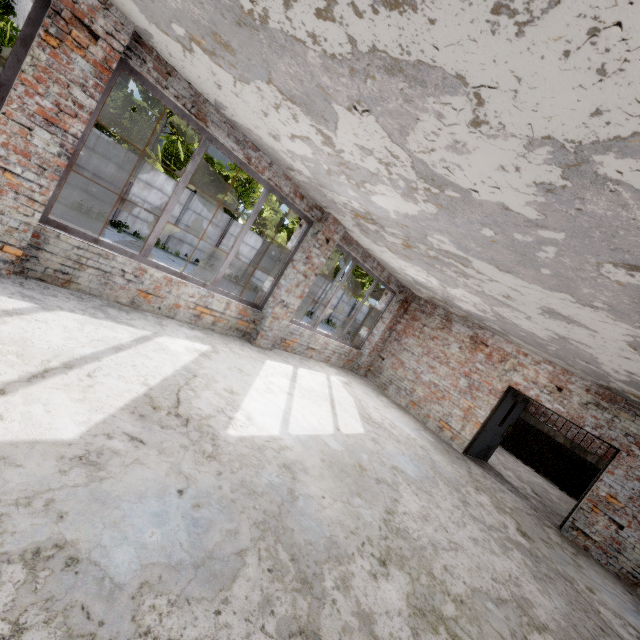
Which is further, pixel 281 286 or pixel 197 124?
pixel 281 286

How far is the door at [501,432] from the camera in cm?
863

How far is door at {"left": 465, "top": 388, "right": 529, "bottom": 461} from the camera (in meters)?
8.63

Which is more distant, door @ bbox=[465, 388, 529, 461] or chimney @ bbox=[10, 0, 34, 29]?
chimney @ bbox=[10, 0, 34, 29]

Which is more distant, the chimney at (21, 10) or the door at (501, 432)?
the chimney at (21, 10)

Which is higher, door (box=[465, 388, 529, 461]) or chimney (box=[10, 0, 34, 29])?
chimney (box=[10, 0, 34, 29])
